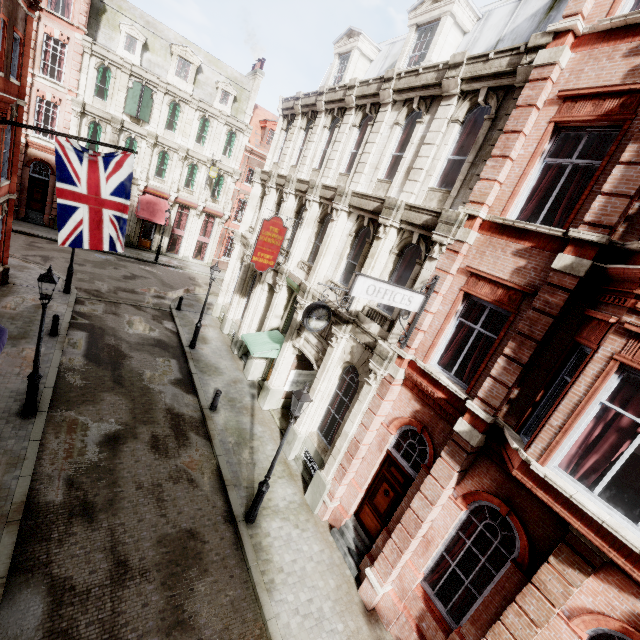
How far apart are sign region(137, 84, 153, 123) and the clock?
25.8m

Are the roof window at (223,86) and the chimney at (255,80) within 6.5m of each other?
yes

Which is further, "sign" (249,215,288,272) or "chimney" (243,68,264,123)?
"chimney" (243,68,264,123)

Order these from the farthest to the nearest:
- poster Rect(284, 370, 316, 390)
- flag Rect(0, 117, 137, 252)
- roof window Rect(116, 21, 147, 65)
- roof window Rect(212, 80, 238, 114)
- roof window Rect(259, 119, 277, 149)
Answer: roof window Rect(259, 119, 277, 149)
roof window Rect(212, 80, 238, 114)
roof window Rect(116, 21, 147, 65)
poster Rect(284, 370, 316, 390)
flag Rect(0, 117, 137, 252)

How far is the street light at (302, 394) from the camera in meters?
8.2

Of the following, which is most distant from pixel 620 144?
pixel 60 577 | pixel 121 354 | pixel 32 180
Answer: pixel 32 180

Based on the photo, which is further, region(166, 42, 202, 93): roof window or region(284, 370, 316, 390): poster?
region(166, 42, 202, 93): roof window

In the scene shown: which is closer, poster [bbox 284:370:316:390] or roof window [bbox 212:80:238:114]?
poster [bbox 284:370:316:390]
